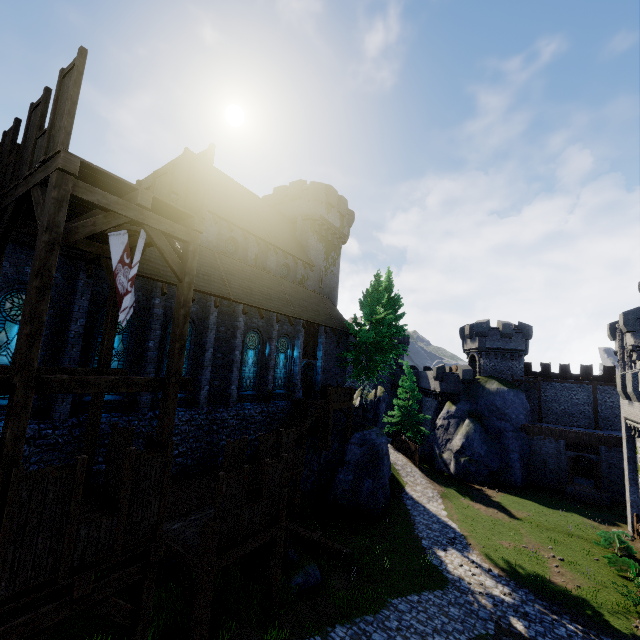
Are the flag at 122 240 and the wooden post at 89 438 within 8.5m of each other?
yes

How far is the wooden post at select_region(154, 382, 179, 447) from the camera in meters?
7.8 m

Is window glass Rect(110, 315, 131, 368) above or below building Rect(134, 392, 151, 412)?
above

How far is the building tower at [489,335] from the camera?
39.4 meters

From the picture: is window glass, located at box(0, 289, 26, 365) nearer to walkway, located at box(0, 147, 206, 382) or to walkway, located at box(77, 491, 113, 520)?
walkway, located at box(0, 147, 206, 382)

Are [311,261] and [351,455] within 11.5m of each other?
no

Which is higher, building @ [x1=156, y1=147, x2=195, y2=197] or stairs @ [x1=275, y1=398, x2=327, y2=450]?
building @ [x1=156, y1=147, x2=195, y2=197]

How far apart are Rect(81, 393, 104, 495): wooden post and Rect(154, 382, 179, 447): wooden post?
3.4m
